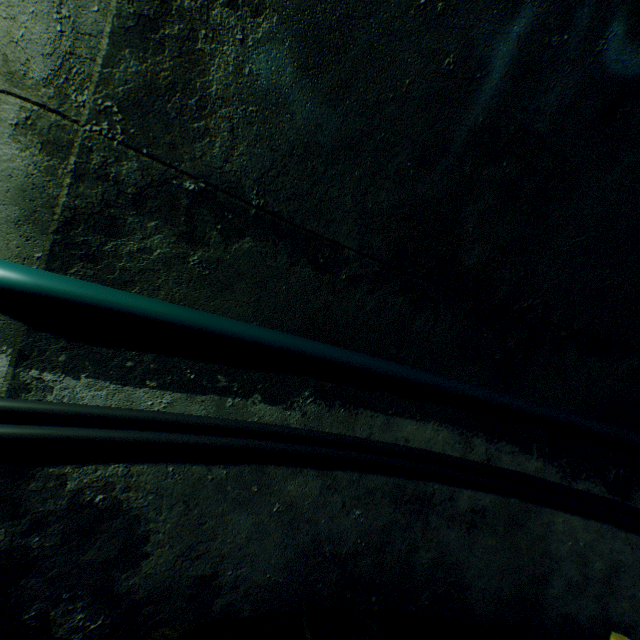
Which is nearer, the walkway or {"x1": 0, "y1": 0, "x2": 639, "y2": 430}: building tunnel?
{"x1": 0, "y1": 0, "x2": 639, "y2": 430}: building tunnel

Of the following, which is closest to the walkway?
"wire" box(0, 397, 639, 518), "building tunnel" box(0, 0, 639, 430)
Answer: "building tunnel" box(0, 0, 639, 430)

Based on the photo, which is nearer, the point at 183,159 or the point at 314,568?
the point at 183,159

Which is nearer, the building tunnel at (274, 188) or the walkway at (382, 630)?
the building tunnel at (274, 188)

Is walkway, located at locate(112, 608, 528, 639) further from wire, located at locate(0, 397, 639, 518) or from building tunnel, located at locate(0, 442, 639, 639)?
wire, located at locate(0, 397, 639, 518)

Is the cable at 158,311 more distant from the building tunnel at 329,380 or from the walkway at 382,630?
the walkway at 382,630

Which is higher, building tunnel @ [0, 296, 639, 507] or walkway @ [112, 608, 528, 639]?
building tunnel @ [0, 296, 639, 507]

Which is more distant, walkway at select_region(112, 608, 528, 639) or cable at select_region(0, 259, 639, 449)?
walkway at select_region(112, 608, 528, 639)
